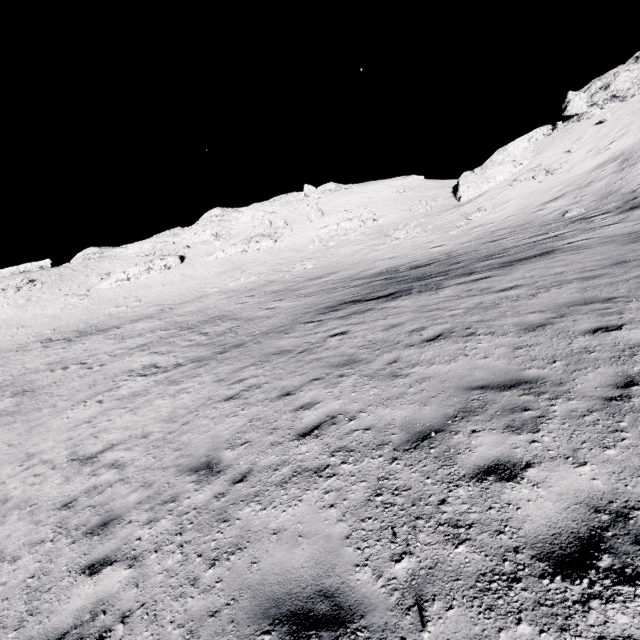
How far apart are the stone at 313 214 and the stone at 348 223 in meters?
3.5 m

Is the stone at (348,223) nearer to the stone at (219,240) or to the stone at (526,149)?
the stone at (219,240)

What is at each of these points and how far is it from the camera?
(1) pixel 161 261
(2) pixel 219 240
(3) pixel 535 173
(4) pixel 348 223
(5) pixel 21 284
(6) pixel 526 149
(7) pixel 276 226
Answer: (1) stone, 50.3m
(2) stone, 56.2m
(3) stone, 38.5m
(4) stone, 49.1m
(5) stone, 47.8m
(6) stone, 45.7m
(7) stone, 56.6m

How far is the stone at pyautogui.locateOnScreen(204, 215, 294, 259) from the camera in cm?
5097

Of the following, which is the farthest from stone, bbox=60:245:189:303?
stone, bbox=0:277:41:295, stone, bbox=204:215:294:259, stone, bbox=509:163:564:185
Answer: stone, bbox=509:163:564:185

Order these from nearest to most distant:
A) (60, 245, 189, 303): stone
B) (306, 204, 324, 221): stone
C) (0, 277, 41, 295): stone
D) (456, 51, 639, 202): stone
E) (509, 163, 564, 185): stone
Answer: (509, 163, 564, 185): stone, (456, 51, 639, 202): stone, (60, 245, 189, 303): stone, (0, 277, 41, 295): stone, (306, 204, 324, 221): stone

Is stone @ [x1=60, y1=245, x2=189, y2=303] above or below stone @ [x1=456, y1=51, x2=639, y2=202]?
below

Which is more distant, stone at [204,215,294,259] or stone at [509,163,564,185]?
stone at [204,215,294,259]
